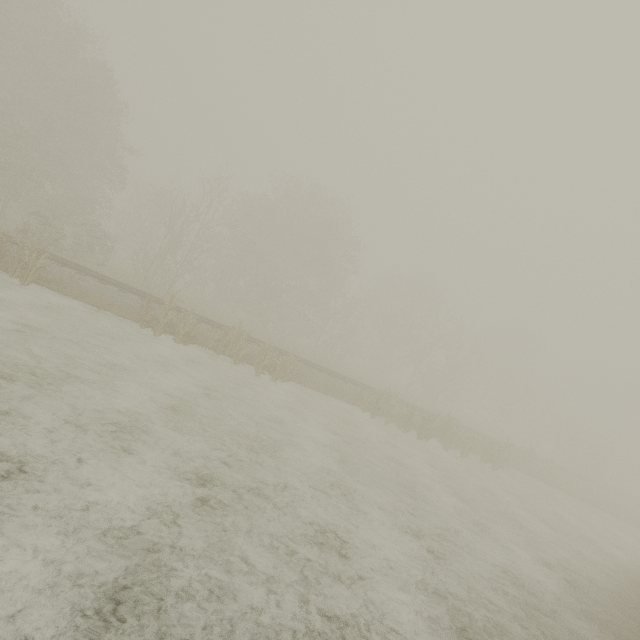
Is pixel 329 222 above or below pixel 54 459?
above
